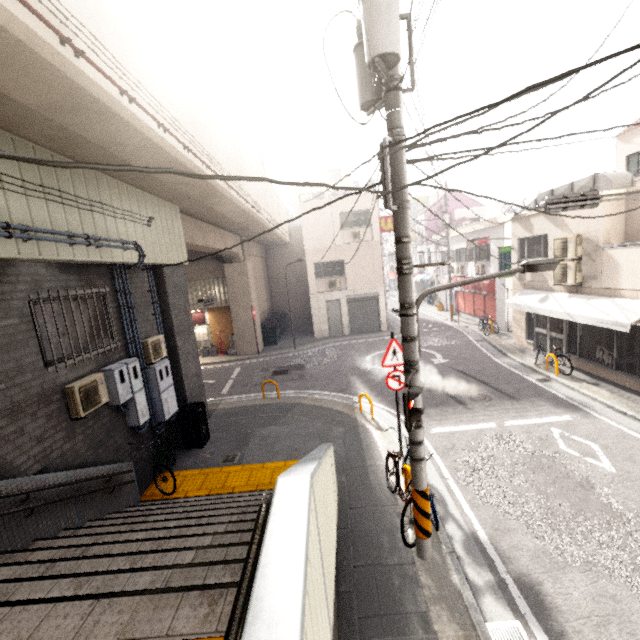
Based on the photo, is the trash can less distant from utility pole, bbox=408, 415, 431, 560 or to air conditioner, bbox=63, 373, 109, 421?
air conditioner, bbox=63, 373, 109, 421

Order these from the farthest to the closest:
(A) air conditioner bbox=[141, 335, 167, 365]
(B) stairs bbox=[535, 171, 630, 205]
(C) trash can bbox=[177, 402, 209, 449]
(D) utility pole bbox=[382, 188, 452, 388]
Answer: (B) stairs bbox=[535, 171, 630, 205] → (C) trash can bbox=[177, 402, 209, 449] → (A) air conditioner bbox=[141, 335, 167, 365] → (D) utility pole bbox=[382, 188, 452, 388]

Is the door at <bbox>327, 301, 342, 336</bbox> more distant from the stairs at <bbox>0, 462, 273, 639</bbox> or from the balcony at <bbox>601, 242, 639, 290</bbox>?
the stairs at <bbox>0, 462, 273, 639</bbox>

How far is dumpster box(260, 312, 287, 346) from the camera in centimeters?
2080cm

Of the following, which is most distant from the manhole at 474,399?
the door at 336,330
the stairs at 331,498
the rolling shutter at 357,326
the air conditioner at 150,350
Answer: the door at 336,330

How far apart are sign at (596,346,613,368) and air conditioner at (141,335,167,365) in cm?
1367

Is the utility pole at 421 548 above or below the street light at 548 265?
below

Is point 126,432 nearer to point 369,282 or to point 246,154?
point 246,154
